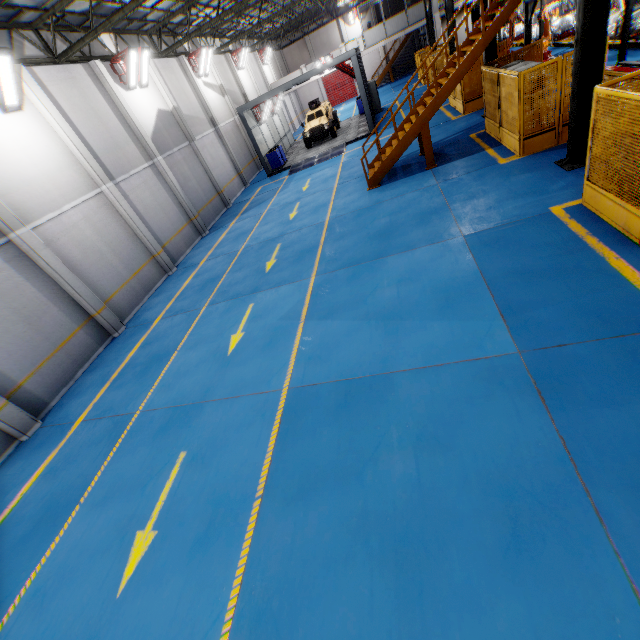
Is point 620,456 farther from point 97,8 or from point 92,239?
point 97,8

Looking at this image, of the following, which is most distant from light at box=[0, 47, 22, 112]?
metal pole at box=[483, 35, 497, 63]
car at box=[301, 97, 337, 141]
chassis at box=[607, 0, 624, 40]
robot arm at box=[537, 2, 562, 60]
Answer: robot arm at box=[537, 2, 562, 60]

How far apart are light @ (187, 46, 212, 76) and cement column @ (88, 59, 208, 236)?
8.48m

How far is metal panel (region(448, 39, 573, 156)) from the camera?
8.8 meters

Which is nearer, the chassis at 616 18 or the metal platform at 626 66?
the metal platform at 626 66

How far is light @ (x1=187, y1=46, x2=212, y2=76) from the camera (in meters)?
19.80

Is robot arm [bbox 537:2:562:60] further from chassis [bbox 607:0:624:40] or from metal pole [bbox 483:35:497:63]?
metal pole [bbox 483:35:497:63]

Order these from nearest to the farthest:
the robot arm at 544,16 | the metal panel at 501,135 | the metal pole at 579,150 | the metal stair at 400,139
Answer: the metal pole at 579,150 < the metal panel at 501,135 < the metal stair at 400,139 < the robot arm at 544,16
